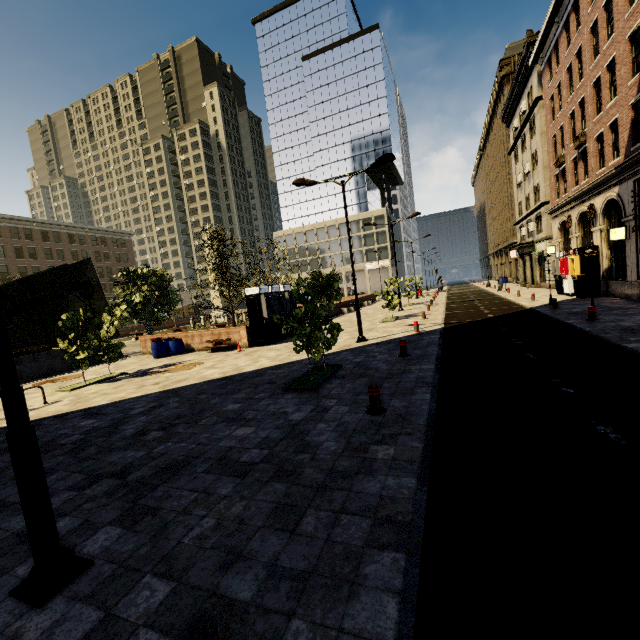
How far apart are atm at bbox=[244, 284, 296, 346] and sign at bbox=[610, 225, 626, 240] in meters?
18.1 m

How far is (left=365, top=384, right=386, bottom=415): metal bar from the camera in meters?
6.5

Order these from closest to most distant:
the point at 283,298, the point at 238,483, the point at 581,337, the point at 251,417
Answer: the point at 238,483, the point at 251,417, the point at 581,337, the point at 283,298

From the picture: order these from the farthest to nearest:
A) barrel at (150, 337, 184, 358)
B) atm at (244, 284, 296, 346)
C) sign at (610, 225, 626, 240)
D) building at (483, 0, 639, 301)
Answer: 1. barrel at (150, 337, 184, 358)
2. atm at (244, 284, 296, 346)
3. sign at (610, 225, 626, 240)
4. building at (483, 0, 639, 301)

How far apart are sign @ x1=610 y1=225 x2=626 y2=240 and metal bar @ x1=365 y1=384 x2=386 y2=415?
18.0 meters

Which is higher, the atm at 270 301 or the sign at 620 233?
the sign at 620 233

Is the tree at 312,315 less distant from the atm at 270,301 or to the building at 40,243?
the building at 40,243

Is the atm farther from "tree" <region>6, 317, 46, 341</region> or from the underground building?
the underground building
